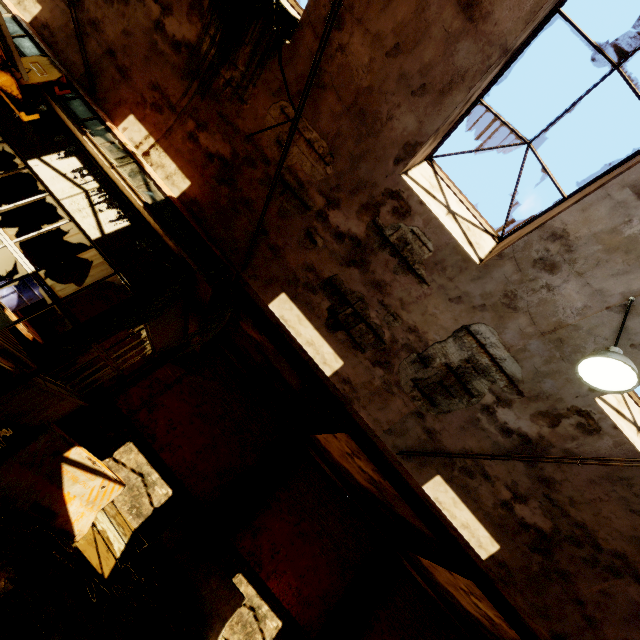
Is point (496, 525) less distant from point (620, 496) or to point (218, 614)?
point (620, 496)

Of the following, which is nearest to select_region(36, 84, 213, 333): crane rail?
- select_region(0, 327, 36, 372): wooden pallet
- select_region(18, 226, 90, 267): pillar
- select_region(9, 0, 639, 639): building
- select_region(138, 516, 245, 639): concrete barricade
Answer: select_region(9, 0, 639, 639): building

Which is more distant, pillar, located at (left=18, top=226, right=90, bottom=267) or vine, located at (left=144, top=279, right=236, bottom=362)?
pillar, located at (left=18, top=226, right=90, bottom=267)

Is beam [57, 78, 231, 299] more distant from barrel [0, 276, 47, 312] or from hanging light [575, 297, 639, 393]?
hanging light [575, 297, 639, 393]

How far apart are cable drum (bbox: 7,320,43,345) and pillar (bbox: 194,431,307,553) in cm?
648

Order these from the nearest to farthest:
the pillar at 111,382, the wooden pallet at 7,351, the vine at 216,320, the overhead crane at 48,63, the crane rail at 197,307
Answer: the wooden pallet at 7,351 → the overhead crane at 48,63 → the crane rail at 197,307 → the vine at 216,320 → the pillar at 111,382

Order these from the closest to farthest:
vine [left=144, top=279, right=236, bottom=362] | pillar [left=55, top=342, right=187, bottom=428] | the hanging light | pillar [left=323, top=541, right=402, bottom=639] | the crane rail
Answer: the hanging light → the crane rail → vine [left=144, top=279, right=236, bottom=362] → pillar [left=55, top=342, right=187, bottom=428] → pillar [left=323, top=541, right=402, bottom=639]

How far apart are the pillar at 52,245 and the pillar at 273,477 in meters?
9.3 m
